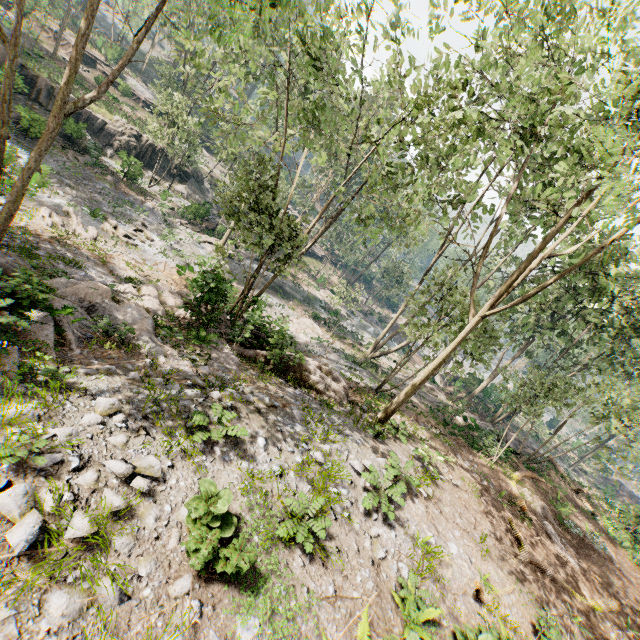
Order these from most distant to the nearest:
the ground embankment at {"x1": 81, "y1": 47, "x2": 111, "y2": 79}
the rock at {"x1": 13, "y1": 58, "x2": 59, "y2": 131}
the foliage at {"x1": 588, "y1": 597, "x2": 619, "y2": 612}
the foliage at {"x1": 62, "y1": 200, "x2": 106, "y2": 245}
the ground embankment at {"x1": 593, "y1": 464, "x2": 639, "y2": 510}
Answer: the ground embankment at {"x1": 593, "y1": 464, "x2": 639, "y2": 510}
the ground embankment at {"x1": 81, "y1": 47, "x2": 111, "y2": 79}
the rock at {"x1": 13, "y1": 58, "x2": 59, "y2": 131}
the foliage at {"x1": 62, "y1": 200, "x2": 106, "y2": 245}
the foliage at {"x1": 588, "y1": 597, "x2": 619, "y2": 612}

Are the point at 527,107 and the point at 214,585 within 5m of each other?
no

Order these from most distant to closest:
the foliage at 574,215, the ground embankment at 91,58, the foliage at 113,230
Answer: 1. the ground embankment at 91,58
2. the foliage at 113,230
3. the foliage at 574,215

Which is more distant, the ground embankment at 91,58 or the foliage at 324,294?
the ground embankment at 91,58

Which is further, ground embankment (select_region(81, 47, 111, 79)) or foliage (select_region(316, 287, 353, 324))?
ground embankment (select_region(81, 47, 111, 79))

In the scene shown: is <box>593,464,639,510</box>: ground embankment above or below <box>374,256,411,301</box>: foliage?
below

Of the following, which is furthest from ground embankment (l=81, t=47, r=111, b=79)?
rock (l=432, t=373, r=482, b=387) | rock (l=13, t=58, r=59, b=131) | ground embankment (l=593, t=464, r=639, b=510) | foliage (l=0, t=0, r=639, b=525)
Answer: ground embankment (l=593, t=464, r=639, b=510)

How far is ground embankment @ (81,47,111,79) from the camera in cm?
4249
